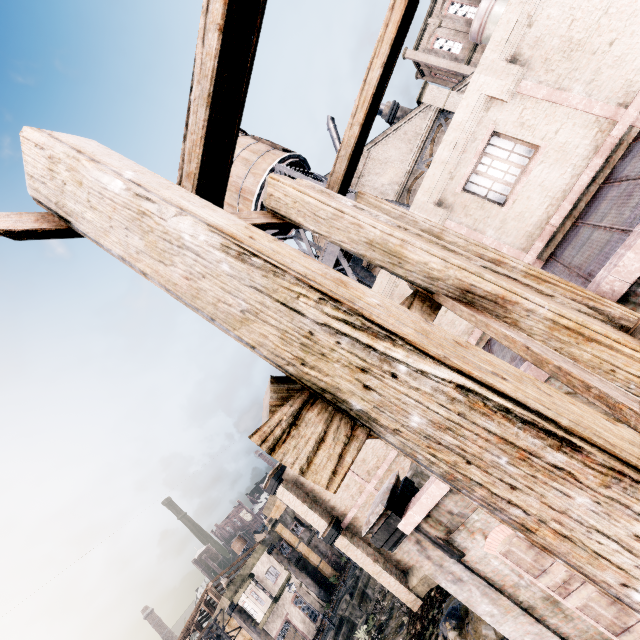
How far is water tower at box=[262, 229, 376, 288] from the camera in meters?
20.5

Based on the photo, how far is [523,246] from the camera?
11.2m

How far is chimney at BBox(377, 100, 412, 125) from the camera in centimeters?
2752cm

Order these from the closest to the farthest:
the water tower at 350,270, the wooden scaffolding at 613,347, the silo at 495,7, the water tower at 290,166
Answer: the wooden scaffolding at 613,347 → the water tower at 350,270 → the water tower at 290,166 → the silo at 495,7

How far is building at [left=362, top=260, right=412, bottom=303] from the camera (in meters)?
13.56

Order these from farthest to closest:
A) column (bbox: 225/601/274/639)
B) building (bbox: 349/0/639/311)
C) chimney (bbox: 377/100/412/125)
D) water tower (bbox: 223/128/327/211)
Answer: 1. column (bbox: 225/601/274/639)
2. chimney (bbox: 377/100/412/125)
3. water tower (bbox: 223/128/327/211)
4. building (bbox: 349/0/639/311)

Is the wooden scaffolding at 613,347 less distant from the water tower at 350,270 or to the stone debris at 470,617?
the stone debris at 470,617
